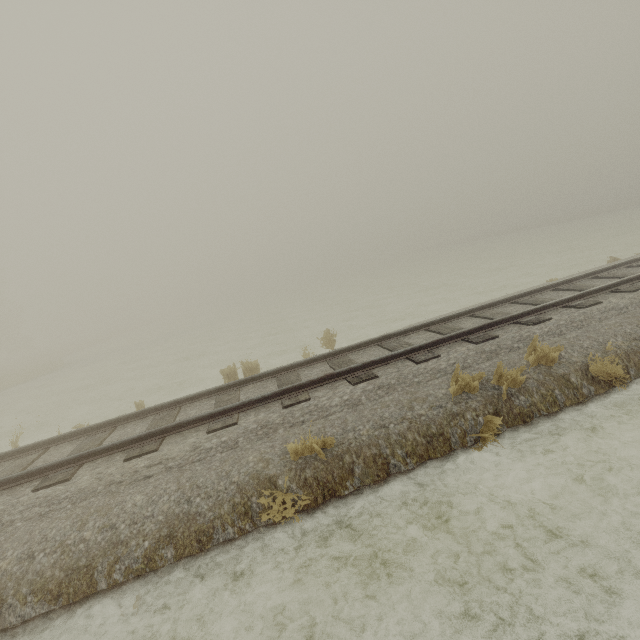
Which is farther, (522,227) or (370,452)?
(522,227)
